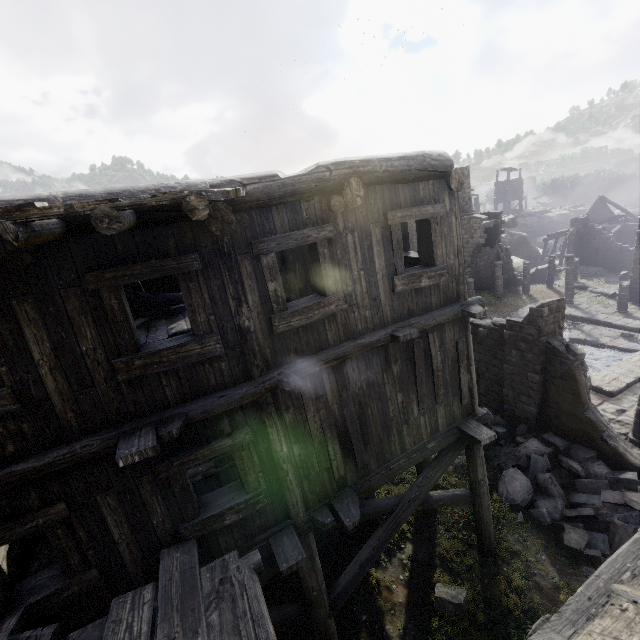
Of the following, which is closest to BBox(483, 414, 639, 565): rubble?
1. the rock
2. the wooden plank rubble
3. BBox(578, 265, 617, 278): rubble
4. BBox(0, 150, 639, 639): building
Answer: BBox(0, 150, 639, 639): building

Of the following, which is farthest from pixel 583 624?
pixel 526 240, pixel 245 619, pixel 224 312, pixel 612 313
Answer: pixel 526 240

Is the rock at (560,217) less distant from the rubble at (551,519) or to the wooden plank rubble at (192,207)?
the rubble at (551,519)

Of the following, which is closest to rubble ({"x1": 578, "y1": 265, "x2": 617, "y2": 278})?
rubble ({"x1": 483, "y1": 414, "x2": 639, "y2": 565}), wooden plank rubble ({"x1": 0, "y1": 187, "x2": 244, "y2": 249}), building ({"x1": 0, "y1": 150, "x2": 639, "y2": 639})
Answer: building ({"x1": 0, "y1": 150, "x2": 639, "y2": 639})

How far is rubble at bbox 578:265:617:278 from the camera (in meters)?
31.88

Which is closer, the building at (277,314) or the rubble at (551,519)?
the building at (277,314)

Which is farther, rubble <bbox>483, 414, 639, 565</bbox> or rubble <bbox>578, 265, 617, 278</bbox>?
rubble <bbox>578, 265, 617, 278</bbox>

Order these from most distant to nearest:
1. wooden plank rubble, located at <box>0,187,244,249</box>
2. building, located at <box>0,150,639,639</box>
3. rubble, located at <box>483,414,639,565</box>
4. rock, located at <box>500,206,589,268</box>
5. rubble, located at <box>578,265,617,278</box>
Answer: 1. rock, located at <box>500,206,589,268</box>
2. rubble, located at <box>578,265,617,278</box>
3. rubble, located at <box>483,414,639,565</box>
4. building, located at <box>0,150,639,639</box>
5. wooden plank rubble, located at <box>0,187,244,249</box>
